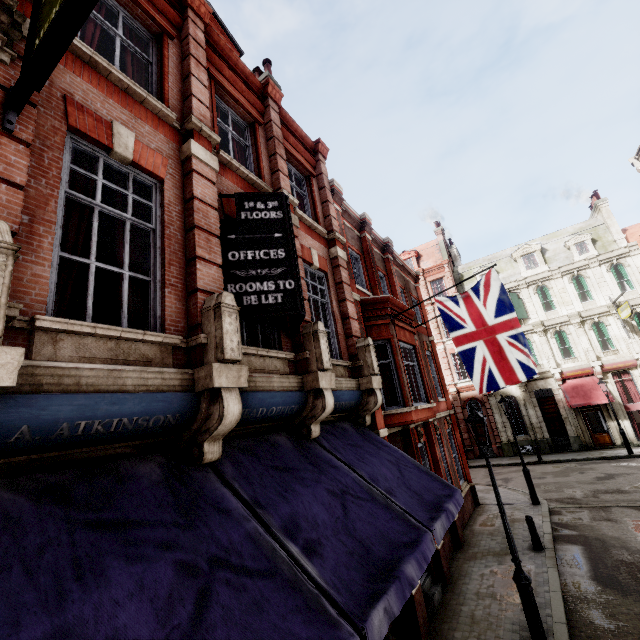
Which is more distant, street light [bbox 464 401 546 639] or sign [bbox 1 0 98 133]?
street light [bbox 464 401 546 639]

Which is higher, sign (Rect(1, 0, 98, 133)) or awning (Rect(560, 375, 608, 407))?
sign (Rect(1, 0, 98, 133))

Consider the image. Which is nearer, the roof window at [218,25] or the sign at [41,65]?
the sign at [41,65]

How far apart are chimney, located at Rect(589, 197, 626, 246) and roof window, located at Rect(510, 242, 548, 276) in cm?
463

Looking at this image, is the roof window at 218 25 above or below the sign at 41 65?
above

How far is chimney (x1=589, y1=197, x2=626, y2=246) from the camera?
25.9 meters

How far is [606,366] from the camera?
23.5m

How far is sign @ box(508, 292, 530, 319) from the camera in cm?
2707
